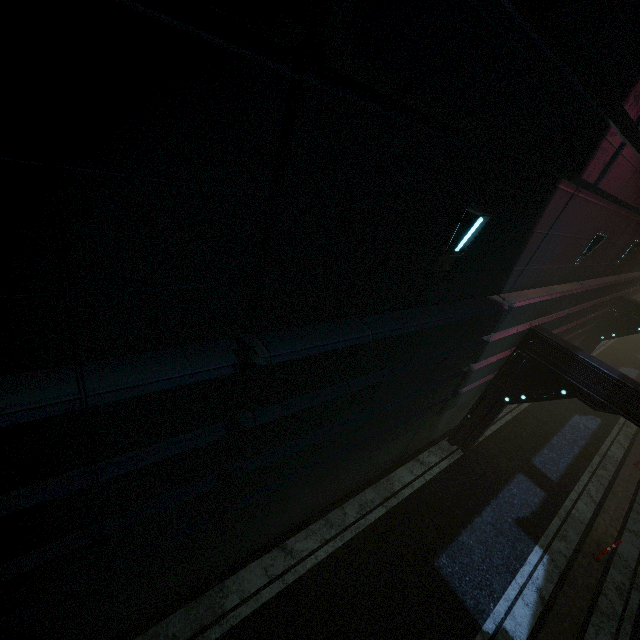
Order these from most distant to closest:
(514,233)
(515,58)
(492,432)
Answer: (492,432) < (514,233) < (515,58)
